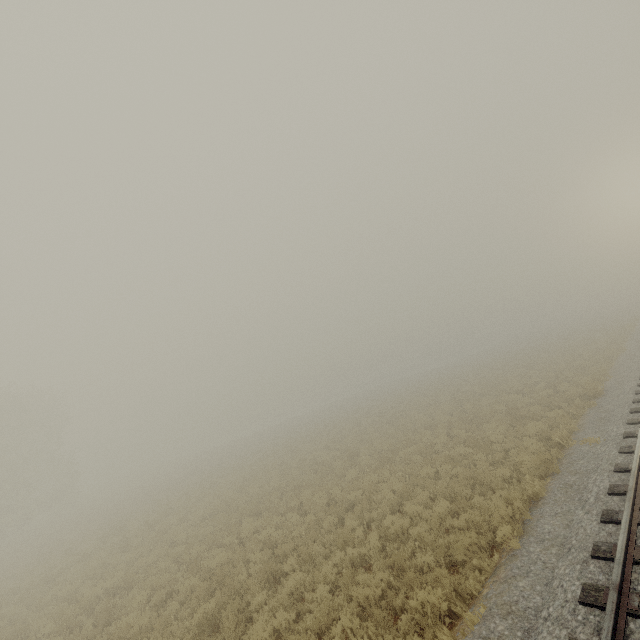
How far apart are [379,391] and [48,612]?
45.47m
